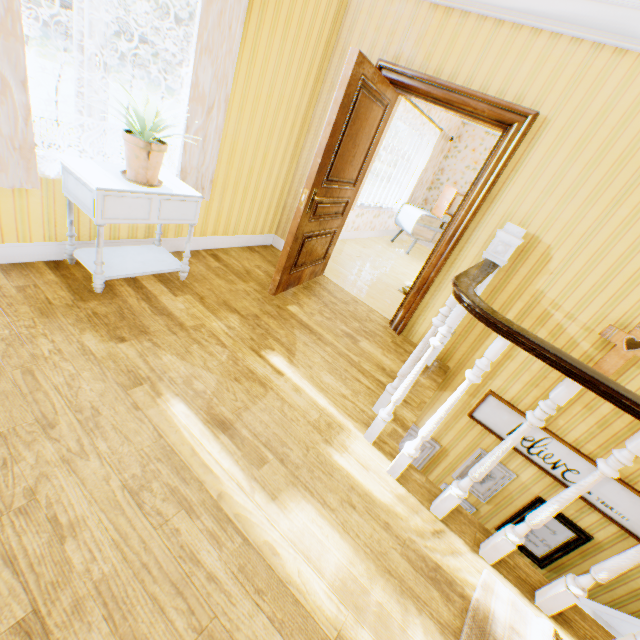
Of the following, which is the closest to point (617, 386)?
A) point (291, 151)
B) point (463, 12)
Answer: point (463, 12)

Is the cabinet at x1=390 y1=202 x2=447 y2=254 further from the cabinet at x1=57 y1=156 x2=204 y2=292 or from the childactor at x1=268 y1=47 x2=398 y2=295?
the cabinet at x1=57 y1=156 x2=204 y2=292

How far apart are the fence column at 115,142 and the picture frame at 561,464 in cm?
1795

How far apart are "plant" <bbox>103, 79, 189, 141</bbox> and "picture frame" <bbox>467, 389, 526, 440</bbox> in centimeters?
363cm

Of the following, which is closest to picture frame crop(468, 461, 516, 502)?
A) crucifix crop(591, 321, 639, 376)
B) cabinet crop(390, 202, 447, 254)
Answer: crucifix crop(591, 321, 639, 376)

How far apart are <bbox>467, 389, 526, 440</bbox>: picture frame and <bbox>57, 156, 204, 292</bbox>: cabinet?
3.4m

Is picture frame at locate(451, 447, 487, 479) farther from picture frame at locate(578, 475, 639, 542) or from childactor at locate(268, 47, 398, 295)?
childactor at locate(268, 47, 398, 295)

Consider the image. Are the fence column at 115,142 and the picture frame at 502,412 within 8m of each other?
no
